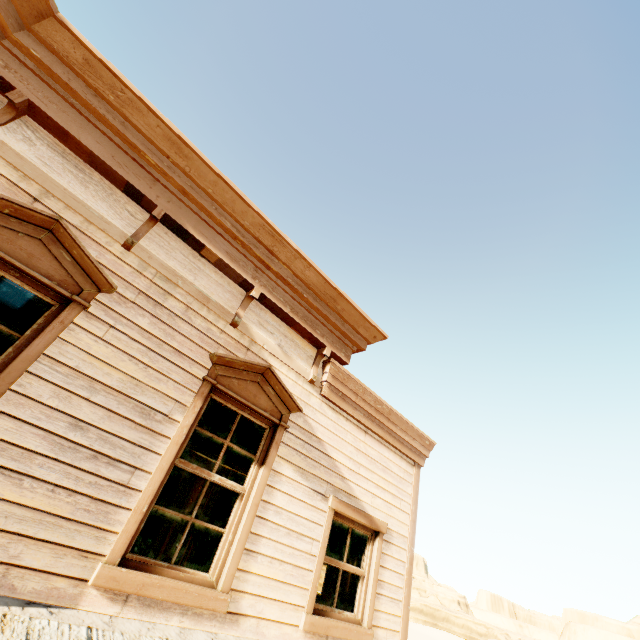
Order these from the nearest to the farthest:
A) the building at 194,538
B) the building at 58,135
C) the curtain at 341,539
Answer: the building at 58,135
the curtain at 341,539
the building at 194,538

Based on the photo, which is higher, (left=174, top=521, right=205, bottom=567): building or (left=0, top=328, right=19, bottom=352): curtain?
(left=0, top=328, right=19, bottom=352): curtain

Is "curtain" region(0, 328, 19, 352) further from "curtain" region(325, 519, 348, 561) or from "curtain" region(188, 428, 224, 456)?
"curtain" region(325, 519, 348, 561)

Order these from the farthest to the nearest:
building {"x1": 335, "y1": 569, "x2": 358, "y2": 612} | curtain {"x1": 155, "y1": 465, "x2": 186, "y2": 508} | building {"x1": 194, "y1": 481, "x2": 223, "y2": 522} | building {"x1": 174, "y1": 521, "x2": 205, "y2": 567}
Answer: building {"x1": 194, "y1": 481, "x2": 223, "y2": 522}
building {"x1": 174, "y1": 521, "x2": 205, "y2": 567}
building {"x1": 335, "y1": 569, "x2": 358, "y2": 612}
curtain {"x1": 155, "y1": 465, "x2": 186, "y2": 508}

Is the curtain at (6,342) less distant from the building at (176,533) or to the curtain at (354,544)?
the building at (176,533)

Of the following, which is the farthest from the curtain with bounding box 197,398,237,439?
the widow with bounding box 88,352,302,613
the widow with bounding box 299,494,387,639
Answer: the widow with bounding box 299,494,387,639

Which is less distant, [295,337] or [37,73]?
[37,73]

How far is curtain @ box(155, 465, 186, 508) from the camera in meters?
3.2 m
